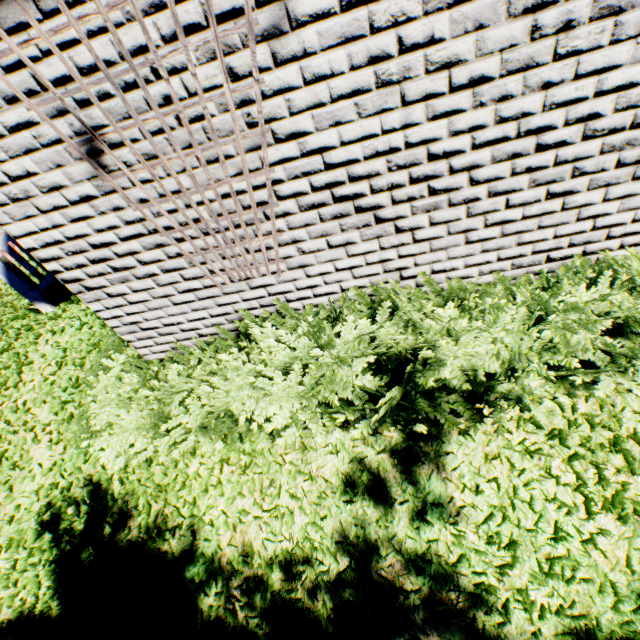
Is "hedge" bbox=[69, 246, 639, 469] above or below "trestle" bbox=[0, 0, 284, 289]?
below

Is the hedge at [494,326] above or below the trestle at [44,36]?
below

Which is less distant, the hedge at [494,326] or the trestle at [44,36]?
the trestle at [44,36]

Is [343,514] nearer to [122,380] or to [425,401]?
[425,401]

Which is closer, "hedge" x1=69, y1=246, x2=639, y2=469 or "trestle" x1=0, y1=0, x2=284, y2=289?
"trestle" x1=0, y1=0, x2=284, y2=289
